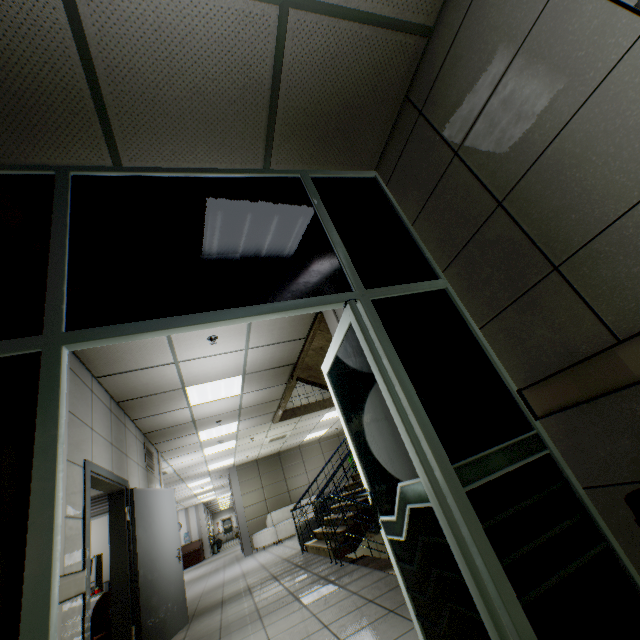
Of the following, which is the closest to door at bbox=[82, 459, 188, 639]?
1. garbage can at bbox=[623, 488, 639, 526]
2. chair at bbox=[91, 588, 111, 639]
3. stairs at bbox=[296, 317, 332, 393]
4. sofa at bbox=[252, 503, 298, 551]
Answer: chair at bbox=[91, 588, 111, 639]

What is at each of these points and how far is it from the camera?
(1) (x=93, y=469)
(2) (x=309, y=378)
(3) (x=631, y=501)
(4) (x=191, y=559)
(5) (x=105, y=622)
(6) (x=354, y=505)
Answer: (1) door, 3.58m
(2) stairs, 6.46m
(3) garbage can, 1.24m
(4) desk, 18.59m
(5) chair, 4.29m
(6) stairs, 6.86m

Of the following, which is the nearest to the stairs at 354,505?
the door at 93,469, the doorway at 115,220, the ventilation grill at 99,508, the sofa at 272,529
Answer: the doorway at 115,220

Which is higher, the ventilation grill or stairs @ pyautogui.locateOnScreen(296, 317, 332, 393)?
stairs @ pyautogui.locateOnScreen(296, 317, 332, 393)

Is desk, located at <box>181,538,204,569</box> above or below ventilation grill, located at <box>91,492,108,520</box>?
below

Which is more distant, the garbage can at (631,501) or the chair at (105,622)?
the chair at (105,622)

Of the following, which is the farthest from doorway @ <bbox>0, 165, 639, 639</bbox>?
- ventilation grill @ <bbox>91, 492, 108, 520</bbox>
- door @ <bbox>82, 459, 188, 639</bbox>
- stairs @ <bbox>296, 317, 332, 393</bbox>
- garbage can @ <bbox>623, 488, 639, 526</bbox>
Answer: ventilation grill @ <bbox>91, 492, 108, 520</bbox>

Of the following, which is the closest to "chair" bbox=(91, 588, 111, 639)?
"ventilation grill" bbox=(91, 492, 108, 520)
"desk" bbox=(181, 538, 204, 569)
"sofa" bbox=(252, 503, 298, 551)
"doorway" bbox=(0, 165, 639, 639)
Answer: "ventilation grill" bbox=(91, 492, 108, 520)
